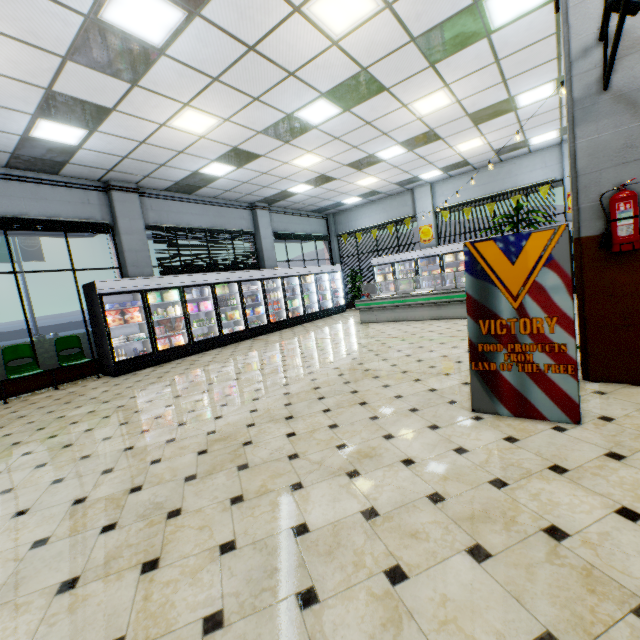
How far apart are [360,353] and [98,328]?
6.30m

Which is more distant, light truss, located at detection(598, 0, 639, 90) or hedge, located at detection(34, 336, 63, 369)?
hedge, located at detection(34, 336, 63, 369)

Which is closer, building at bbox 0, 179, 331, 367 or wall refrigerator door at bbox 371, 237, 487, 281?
building at bbox 0, 179, 331, 367

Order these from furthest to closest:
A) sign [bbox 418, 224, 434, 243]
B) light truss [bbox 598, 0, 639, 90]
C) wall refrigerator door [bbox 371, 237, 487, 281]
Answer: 1. sign [bbox 418, 224, 434, 243]
2. wall refrigerator door [bbox 371, 237, 487, 281]
3. light truss [bbox 598, 0, 639, 90]

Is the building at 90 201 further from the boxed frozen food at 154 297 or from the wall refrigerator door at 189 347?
the boxed frozen food at 154 297

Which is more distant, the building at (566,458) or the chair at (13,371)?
the chair at (13,371)

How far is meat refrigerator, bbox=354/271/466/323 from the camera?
8.8 meters

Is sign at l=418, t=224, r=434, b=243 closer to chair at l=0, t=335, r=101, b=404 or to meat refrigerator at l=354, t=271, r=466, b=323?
meat refrigerator at l=354, t=271, r=466, b=323
